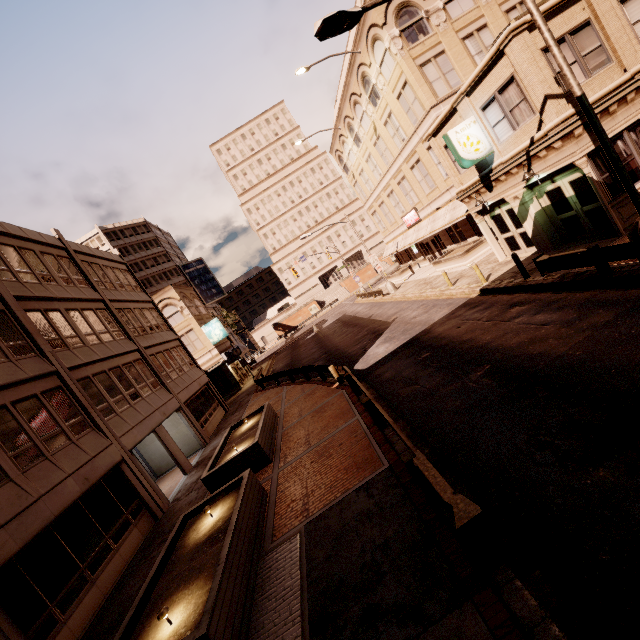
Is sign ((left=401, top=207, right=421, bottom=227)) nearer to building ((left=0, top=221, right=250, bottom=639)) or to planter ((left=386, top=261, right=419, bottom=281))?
planter ((left=386, top=261, right=419, bottom=281))

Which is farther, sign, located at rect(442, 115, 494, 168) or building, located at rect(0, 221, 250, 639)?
sign, located at rect(442, 115, 494, 168)

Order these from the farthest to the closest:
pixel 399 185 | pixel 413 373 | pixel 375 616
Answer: pixel 399 185, pixel 413 373, pixel 375 616

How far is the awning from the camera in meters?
23.4

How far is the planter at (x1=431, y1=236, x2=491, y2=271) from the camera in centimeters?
2319cm

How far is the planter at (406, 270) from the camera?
37.1m

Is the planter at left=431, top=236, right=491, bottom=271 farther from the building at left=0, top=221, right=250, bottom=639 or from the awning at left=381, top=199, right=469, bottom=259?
the building at left=0, top=221, right=250, bottom=639

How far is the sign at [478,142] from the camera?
14.14m
